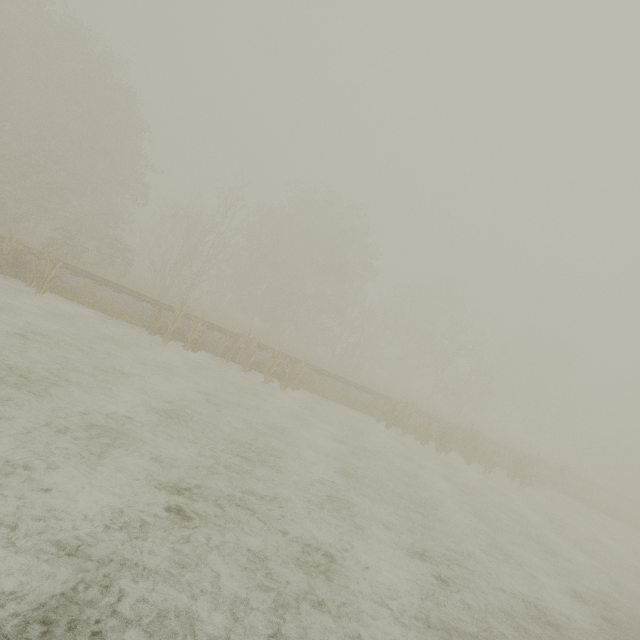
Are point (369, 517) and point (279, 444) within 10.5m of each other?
yes
